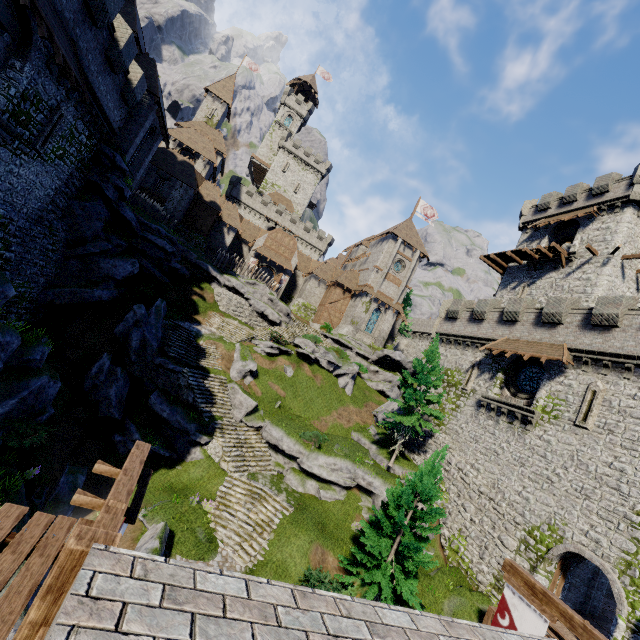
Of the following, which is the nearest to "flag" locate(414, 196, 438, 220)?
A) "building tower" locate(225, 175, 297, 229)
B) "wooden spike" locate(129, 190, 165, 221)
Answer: "building tower" locate(225, 175, 297, 229)

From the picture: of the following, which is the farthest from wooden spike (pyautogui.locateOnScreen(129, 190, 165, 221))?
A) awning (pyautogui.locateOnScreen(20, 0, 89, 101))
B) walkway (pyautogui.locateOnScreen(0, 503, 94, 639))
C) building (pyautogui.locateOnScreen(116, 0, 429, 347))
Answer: walkway (pyautogui.locateOnScreen(0, 503, 94, 639))

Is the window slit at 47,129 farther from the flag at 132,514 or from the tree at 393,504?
the tree at 393,504

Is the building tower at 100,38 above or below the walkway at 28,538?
above

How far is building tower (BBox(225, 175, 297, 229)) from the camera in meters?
56.5

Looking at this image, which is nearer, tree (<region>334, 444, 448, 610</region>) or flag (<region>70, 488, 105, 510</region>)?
flag (<region>70, 488, 105, 510</region>)

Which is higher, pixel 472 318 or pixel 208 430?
pixel 472 318

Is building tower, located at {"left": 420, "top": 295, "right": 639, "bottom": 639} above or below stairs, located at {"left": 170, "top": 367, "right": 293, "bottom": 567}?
above
